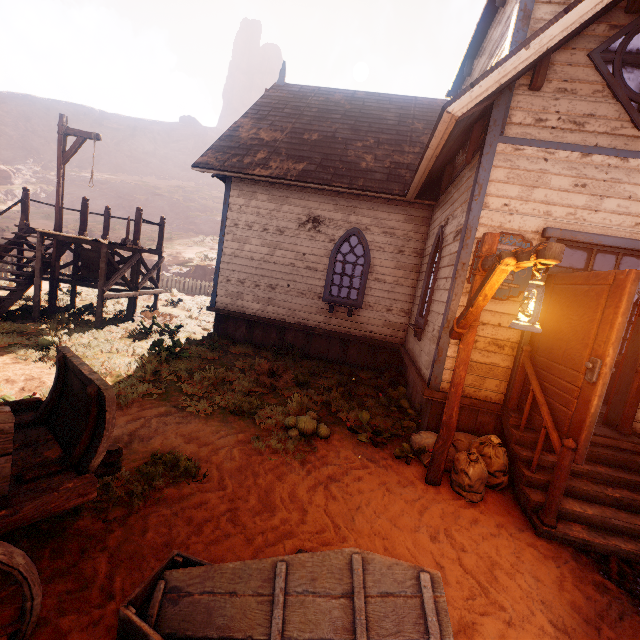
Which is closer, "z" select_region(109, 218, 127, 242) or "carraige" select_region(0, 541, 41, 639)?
"carraige" select_region(0, 541, 41, 639)

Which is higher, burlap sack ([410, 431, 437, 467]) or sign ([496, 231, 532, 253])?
sign ([496, 231, 532, 253])

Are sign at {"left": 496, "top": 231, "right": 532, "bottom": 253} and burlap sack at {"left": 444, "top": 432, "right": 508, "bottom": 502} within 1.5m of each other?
no

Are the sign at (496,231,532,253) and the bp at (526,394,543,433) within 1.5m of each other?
yes

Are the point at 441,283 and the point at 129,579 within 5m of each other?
no

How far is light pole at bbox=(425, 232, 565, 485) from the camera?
2.6 meters

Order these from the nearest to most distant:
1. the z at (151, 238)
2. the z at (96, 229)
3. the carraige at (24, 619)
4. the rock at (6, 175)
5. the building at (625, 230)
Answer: the carraige at (24, 619) → the building at (625, 230) → the z at (151, 238) → the z at (96, 229) → the rock at (6, 175)

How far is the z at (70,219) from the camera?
→ 31.2 meters
